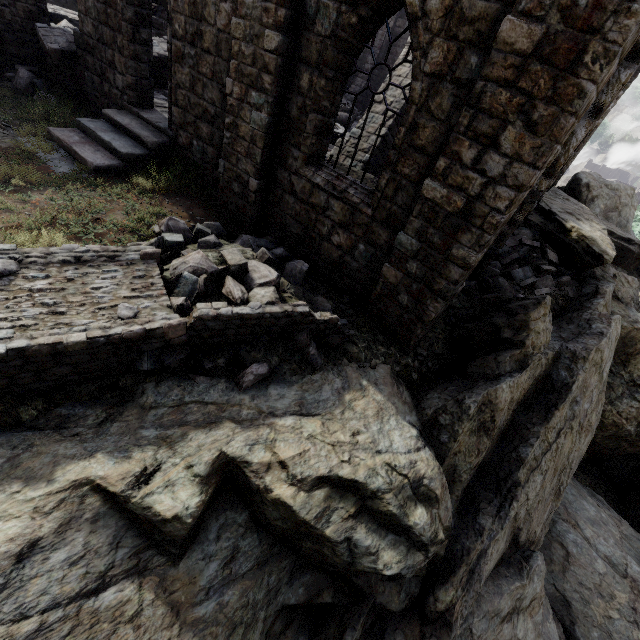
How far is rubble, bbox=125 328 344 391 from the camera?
4.7 meters

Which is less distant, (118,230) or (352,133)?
(118,230)

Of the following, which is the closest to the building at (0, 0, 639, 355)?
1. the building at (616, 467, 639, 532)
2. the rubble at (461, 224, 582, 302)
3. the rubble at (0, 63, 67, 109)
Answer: the rubble at (461, 224, 582, 302)

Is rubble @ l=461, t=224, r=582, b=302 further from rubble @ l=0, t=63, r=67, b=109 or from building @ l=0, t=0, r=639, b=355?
rubble @ l=0, t=63, r=67, b=109

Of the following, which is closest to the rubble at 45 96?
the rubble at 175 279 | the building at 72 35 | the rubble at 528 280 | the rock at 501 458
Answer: A: the building at 72 35

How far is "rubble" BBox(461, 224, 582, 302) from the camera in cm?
985

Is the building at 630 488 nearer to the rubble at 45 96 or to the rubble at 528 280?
the rubble at 528 280
